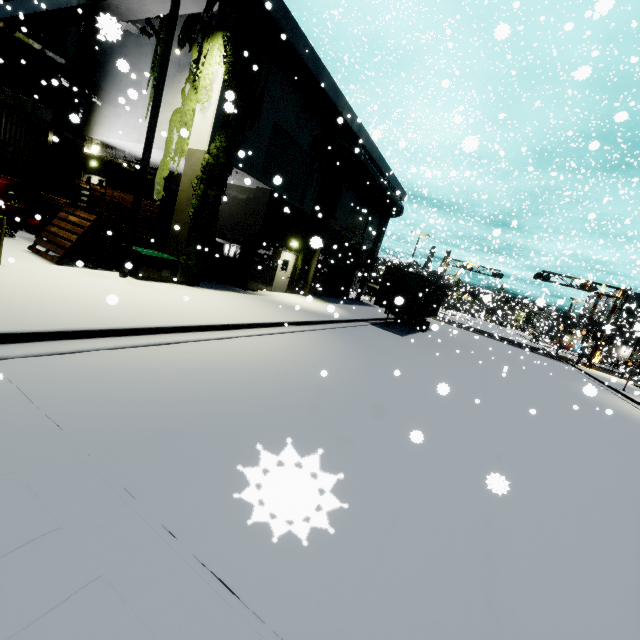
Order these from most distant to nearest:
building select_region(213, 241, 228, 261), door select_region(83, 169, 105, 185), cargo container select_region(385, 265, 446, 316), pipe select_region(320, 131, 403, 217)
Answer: door select_region(83, 169, 105, 185)
cargo container select_region(385, 265, 446, 316)
pipe select_region(320, 131, 403, 217)
building select_region(213, 241, 228, 261)

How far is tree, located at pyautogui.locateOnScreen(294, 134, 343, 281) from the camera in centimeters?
1747cm

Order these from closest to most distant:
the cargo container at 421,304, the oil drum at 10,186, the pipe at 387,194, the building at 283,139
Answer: the building at 283,139
the oil drum at 10,186
the pipe at 387,194
the cargo container at 421,304

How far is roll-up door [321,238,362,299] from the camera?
24.3 meters

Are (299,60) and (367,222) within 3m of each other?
no

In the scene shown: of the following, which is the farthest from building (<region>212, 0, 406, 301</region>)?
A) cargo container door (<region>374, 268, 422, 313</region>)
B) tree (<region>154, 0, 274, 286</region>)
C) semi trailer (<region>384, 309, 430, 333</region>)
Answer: semi trailer (<region>384, 309, 430, 333</region>)

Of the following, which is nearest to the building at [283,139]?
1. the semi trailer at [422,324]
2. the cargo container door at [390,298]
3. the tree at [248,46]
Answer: the tree at [248,46]

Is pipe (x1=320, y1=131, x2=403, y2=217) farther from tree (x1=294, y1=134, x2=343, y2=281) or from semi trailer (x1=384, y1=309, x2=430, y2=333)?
semi trailer (x1=384, y1=309, x2=430, y2=333)
